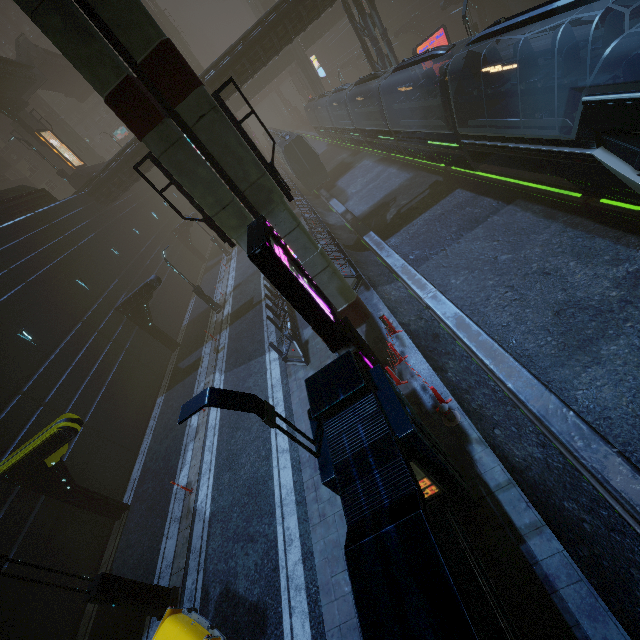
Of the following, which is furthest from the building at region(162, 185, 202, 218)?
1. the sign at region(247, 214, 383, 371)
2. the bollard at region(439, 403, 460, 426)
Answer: the sign at region(247, 214, 383, 371)

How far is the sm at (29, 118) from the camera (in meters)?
31.66

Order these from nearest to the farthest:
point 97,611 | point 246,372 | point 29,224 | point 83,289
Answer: point 97,611
point 246,372
point 29,224
point 83,289

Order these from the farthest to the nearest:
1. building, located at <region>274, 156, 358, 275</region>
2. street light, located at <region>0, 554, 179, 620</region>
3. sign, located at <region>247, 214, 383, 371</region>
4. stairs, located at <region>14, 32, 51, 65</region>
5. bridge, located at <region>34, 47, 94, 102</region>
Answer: bridge, located at <region>34, 47, 94, 102</region> → stairs, located at <region>14, 32, 51, 65</region> → building, located at <region>274, 156, 358, 275</region> → street light, located at <region>0, 554, 179, 620</region> → sign, located at <region>247, 214, 383, 371</region>

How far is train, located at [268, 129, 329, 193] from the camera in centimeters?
2923cm

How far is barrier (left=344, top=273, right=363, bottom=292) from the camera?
14.9m

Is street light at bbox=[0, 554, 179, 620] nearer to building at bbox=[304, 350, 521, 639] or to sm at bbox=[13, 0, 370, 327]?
building at bbox=[304, 350, 521, 639]

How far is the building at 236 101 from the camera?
25.0m
